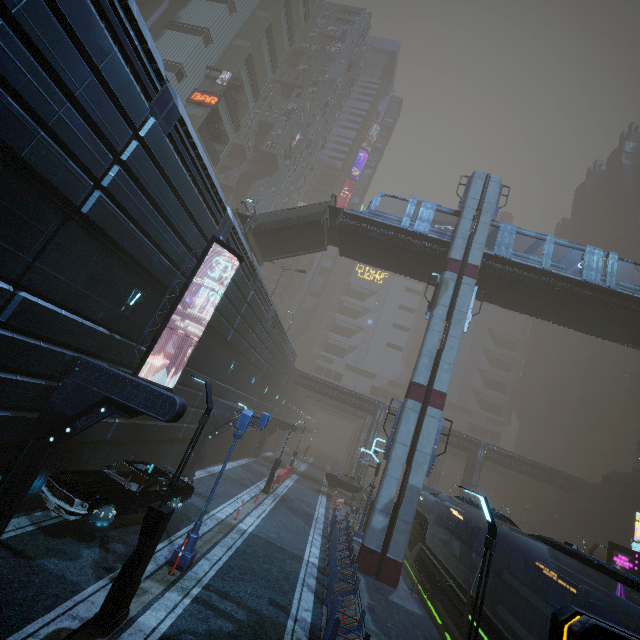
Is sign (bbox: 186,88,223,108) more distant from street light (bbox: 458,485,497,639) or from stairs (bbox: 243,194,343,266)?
street light (bbox: 458,485,497,639)

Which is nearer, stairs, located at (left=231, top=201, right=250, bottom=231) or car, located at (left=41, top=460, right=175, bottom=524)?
car, located at (left=41, top=460, right=175, bottom=524)

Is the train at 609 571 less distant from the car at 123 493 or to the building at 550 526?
the building at 550 526

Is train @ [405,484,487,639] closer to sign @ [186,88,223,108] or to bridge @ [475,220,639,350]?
bridge @ [475,220,639,350]

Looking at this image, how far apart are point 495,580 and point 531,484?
49.48m

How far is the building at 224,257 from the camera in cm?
1449

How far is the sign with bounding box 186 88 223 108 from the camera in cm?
3512

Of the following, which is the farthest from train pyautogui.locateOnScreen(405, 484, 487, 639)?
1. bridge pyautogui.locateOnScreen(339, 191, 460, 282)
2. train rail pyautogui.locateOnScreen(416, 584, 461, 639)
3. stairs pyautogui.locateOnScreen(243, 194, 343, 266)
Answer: stairs pyautogui.locateOnScreen(243, 194, 343, 266)
